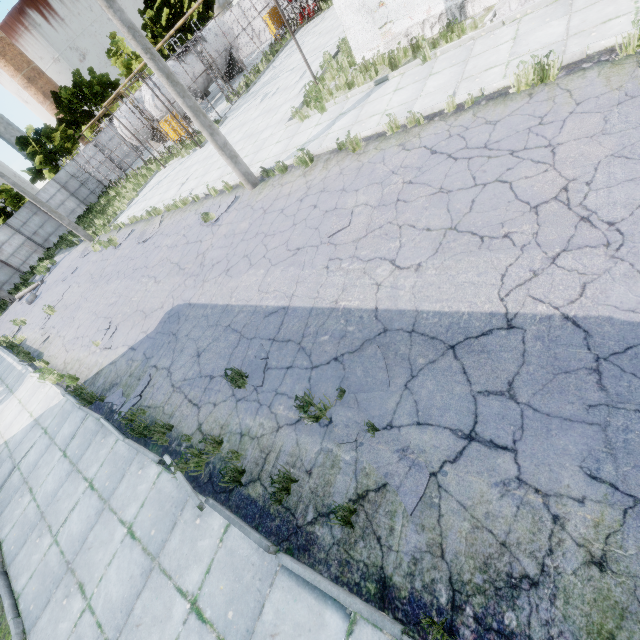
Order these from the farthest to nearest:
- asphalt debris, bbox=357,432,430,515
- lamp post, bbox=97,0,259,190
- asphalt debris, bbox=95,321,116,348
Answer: asphalt debris, bbox=95,321,116,348, lamp post, bbox=97,0,259,190, asphalt debris, bbox=357,432,430,515

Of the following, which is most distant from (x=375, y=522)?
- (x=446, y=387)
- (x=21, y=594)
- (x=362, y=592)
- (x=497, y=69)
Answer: (x=497, y=69)

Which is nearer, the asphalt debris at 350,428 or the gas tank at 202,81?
the asphalt debris at 350,428

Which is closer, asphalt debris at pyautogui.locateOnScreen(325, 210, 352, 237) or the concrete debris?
asphalt debris at pyautogui.locateOnScreen(325, 210, 352, 237)

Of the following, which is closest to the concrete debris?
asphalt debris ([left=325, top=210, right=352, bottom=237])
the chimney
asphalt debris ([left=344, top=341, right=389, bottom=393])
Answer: asphalt debris ([left=325, top=210, right=352, bottom=237])

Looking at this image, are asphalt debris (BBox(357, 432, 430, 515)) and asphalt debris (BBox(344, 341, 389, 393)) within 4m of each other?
yes

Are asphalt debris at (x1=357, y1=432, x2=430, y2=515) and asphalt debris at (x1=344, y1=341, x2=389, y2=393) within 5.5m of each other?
yes

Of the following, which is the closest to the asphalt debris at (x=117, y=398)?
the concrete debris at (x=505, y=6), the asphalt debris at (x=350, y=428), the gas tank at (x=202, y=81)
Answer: the asphalt debris at (x=350, y=428)
